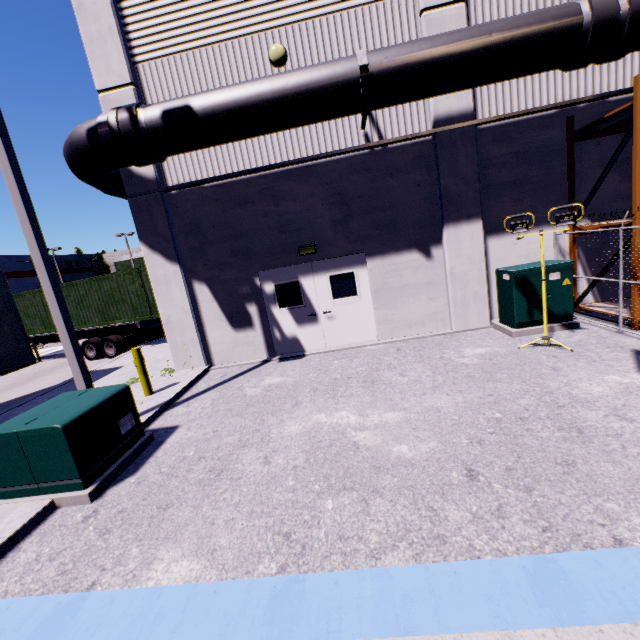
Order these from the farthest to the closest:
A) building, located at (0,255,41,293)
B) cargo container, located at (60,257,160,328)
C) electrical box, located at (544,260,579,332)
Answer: building, located at (0,255,41,293), cargo container, located at (60,257,160,328), electrical box, located at (544,260,579,332)

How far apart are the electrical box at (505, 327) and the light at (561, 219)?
0.4 meters

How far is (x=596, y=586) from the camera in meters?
2.3

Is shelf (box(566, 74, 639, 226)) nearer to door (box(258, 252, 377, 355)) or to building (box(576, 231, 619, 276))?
building (box(576, 231, 619, 276))

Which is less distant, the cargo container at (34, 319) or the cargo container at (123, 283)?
the cargo container at (123, 283)

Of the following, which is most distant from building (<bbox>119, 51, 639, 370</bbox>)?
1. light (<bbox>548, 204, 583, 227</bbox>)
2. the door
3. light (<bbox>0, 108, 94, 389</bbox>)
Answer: light (<bbox>548, 204, 583, 227</bbox>)

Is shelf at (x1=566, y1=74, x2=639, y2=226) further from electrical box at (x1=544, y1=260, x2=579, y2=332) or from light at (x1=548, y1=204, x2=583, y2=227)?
light at (x1=548, y1=204, x2=583, y2=227)

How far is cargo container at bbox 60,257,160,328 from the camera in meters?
13.1
